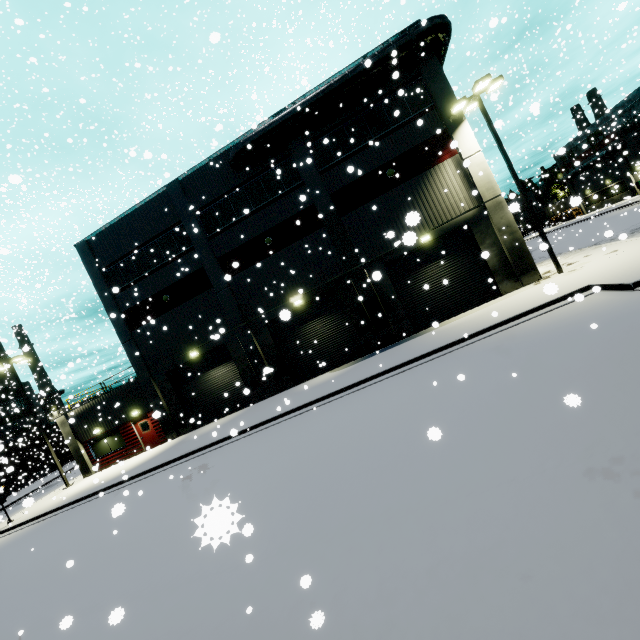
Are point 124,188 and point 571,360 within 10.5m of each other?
no

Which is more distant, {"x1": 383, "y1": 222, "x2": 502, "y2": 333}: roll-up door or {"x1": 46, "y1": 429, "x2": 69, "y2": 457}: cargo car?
{"x1": 46, "y1": 429, "x2": 69, "y2": 457}: cargo car

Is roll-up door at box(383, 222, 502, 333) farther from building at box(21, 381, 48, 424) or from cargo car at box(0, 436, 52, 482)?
cargo car at box(0, 436, 52, 482)

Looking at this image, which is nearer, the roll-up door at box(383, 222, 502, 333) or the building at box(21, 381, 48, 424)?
the roll-up door at box(383, 222, 502, 333)

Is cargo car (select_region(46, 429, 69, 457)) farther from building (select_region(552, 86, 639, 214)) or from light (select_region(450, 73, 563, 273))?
light (select_region(450, 73, 563, 273))

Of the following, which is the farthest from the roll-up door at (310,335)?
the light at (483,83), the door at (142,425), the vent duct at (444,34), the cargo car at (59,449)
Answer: the cargo car at (59,449)

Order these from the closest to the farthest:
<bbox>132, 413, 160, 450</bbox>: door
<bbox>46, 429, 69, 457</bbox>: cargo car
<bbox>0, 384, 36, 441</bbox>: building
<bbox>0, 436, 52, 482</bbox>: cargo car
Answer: <bbox>132, 413, 160, 450</bbox>: door < <bbox>0, 436, 52, 482</bbox>: cargo car < <bbox>46, 429, 69, 457</bbox>: cargo car < <bbox>0, 384, 36, 441</bbox>: building

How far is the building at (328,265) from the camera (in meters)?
17.08
